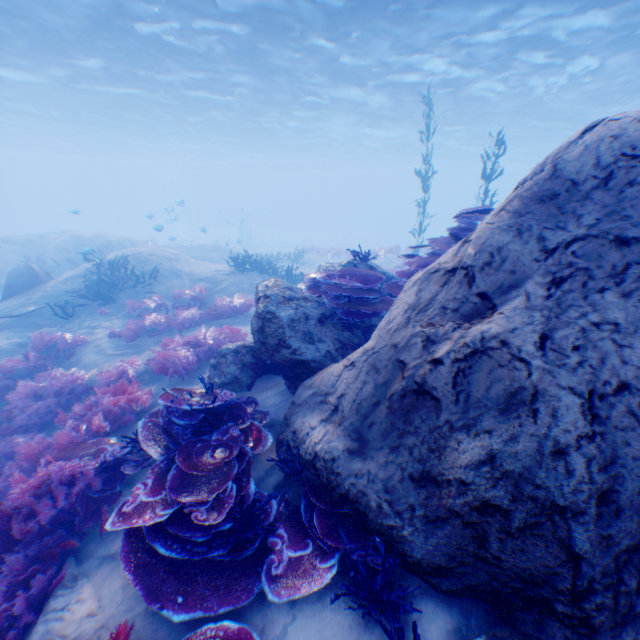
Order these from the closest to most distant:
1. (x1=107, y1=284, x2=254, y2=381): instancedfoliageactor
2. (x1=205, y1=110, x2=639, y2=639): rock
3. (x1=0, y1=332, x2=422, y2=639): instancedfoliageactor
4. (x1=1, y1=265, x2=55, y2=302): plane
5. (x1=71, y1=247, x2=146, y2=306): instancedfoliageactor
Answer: (x1=205, y1=110, x2=639, y2=639): rock → (x1=0, y1=332, x2=422, y2=639): instancedfoliageactor → (x1=107, y1=284, x2=254, y2=381): instancedfoliageactor → (x1=71, y1=247, x2=146, y2=306): instancedfoliageactor → (x1=1, y1=265, x2=55, y2=302): plane

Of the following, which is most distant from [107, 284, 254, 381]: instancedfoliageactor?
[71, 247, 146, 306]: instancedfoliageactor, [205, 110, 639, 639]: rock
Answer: [205, 110, 639, 639]: rock

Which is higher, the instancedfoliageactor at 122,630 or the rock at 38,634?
the instancedfoliageactor at 122,630

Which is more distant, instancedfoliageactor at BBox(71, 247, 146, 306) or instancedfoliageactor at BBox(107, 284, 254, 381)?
instancedfoliageactor at BBox(71, 247, 146, 306)

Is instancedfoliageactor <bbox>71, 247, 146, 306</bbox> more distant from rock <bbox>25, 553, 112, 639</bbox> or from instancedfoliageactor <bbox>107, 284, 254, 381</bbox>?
rock <bbox>25, 553, 112, 639</bbox>

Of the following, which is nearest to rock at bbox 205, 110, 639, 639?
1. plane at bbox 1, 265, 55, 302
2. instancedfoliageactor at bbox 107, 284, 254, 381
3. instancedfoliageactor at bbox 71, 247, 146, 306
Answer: plane at bbox 1, 265, 55, 302

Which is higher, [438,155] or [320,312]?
[438,155]

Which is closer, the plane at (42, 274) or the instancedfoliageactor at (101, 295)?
the instancedfoliageactor at (101, 295)
